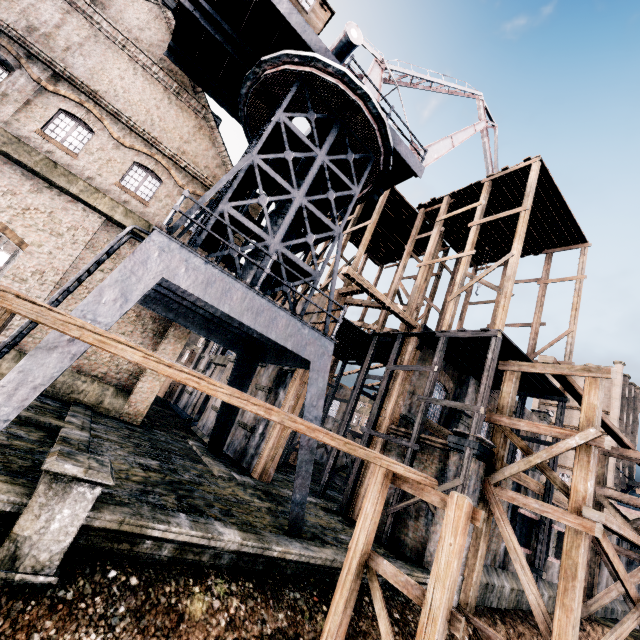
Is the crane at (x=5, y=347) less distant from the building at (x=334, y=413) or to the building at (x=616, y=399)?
the building at (x=334, y=413)

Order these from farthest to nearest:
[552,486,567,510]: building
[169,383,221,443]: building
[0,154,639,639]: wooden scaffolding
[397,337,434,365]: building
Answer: [169,383,221,443]: building < [397,337,434,365]: building < [552,486,567,510]: building < [0,154,639,639]: wooden scaffolding

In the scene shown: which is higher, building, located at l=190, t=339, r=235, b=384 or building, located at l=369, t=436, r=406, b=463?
building, located at l=190, t=339, r=235, b=384

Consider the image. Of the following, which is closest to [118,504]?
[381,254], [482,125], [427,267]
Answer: [427,267]

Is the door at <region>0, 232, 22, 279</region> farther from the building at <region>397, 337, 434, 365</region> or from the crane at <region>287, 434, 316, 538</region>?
the crane at <region>287, 434, 316, 538</region>

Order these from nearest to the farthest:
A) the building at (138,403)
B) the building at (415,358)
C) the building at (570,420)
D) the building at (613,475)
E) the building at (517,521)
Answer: the building at (138,403) → the building at (517,521) → the building at (415,358) → the building at (613,475) → the building at (570,420)

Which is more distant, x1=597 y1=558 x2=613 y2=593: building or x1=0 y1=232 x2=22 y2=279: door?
x1=597 y1=558 x2=613 y2=593: building
